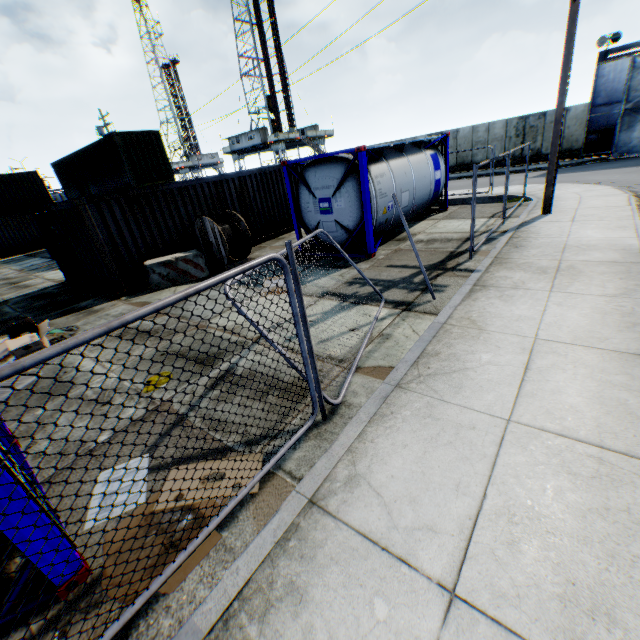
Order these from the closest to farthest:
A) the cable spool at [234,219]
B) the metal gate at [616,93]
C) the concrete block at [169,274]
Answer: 1. the concrete block at [169,274]
2. the cable spool at [234,219]
3. the metal gate at [616,93]

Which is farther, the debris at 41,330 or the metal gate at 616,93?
the metal gate at 616,93

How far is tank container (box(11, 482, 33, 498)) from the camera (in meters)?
2.28

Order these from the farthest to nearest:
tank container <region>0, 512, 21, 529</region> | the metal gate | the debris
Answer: the metal gate
the debris
tank container <region>0, 512, 21, 529</region>

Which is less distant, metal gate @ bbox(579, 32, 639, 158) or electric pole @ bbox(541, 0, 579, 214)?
electric pole @ bbox(541, 0, 579, 214)

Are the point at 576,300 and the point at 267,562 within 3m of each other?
no

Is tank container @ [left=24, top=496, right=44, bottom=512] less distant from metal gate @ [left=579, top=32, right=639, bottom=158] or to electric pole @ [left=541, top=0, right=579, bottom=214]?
electric pole @ [left=541, top=0, right=579, bottom=214]

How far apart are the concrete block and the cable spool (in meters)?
0.21
